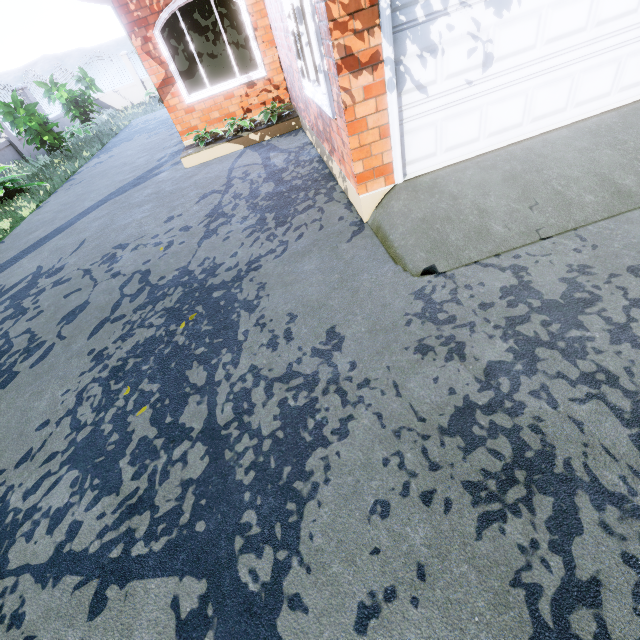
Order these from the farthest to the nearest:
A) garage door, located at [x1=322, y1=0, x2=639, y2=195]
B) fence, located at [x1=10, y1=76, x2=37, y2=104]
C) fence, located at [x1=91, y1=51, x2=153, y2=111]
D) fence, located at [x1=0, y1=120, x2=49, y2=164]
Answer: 1. fence, located at [x1=91, y1=51, x2=153, y2=111]
2. fence, located at [x1=10, y1=76, x2=37, y2=104]
3. fence, located at [x1=0, y1=120, x2=49, y2=164]
4. garage door, located at [x1=322, y1=0, x2=639, y2=195]

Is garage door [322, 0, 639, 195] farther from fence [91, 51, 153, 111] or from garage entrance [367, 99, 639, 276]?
fence [91, 51, 153, 111]

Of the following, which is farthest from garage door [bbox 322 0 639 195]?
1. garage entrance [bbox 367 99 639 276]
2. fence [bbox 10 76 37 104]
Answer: fence [bbox 10 76 37 104]

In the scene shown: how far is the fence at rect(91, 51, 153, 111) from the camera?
18.81m

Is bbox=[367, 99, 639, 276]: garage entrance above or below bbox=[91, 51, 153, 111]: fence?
below

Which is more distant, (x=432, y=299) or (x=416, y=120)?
(x=416, y=120)

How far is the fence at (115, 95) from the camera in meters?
18.8 m

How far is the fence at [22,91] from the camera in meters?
13.6 m
